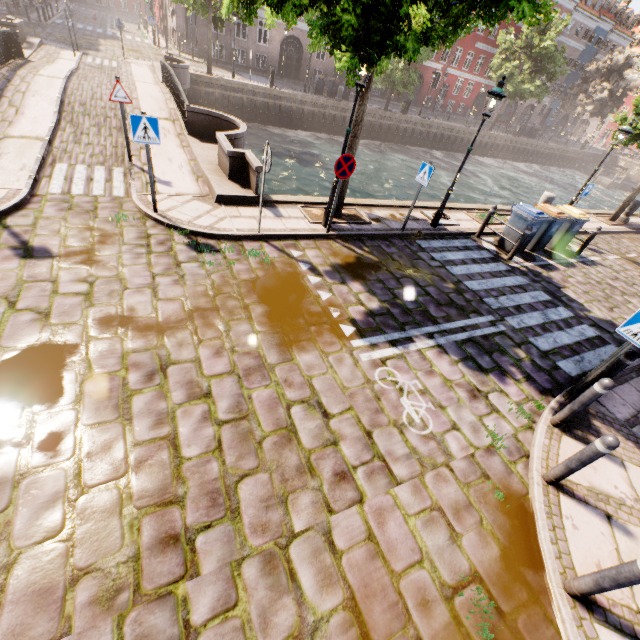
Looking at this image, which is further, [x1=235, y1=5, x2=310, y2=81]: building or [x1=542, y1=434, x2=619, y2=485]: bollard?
[x1=235, y1=5, x2=310, y2=81]: building

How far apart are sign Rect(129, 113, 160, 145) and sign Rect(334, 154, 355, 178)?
3.6m

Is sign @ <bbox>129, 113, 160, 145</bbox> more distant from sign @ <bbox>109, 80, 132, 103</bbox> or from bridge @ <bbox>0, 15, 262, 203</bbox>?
sign @ <bbox>109, 80, 132, 103</bbox>

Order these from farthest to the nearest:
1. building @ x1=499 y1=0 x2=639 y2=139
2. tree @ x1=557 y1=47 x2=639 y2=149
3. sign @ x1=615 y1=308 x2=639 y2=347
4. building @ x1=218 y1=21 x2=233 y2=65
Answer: building @ x1=499 y1=0 x2=639 y2=139
building @ x1=218 y1=21 x2=233 y2=65
tree @ x1=557 y1=47 x2=639 y2=149
sign @ x1=615 y1=308 x2=639 y2=347

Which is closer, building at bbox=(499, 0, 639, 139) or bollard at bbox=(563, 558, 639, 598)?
bollard at bbox=(563, 558, 639, 598)

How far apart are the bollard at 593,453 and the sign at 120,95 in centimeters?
1149cm

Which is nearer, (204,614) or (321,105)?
(204,614)

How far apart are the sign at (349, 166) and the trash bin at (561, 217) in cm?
709
